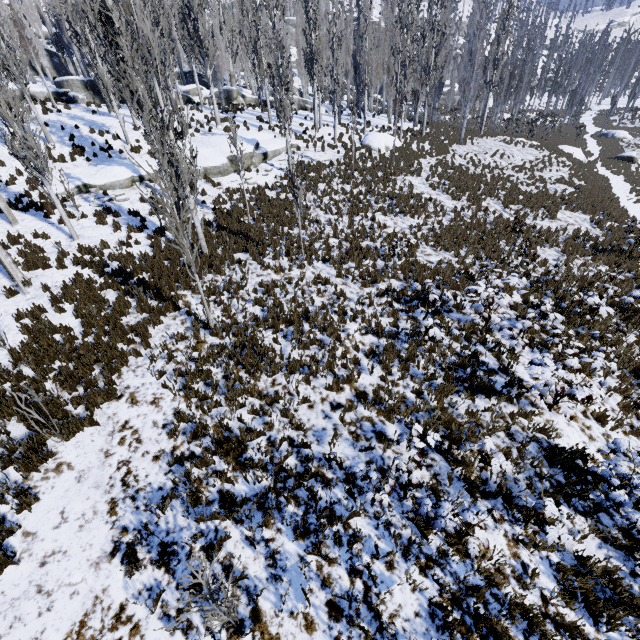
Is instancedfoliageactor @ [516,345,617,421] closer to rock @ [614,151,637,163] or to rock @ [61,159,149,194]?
rock @ [61,159,149,194]

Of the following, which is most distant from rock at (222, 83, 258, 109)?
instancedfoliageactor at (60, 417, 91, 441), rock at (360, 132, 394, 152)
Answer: instancedfoliageactor at (60, 417, 91, 441)

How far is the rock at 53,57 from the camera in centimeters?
2422cm

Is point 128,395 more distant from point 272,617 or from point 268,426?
point 272,617

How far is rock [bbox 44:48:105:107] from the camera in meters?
24.2 m

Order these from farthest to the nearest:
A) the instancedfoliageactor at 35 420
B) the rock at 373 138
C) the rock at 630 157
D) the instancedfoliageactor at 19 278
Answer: the rock at 630 157 → the rock at 373 138 → the instancedfoliageactor at 19 278 → the instancedfoliageactor at 35 420

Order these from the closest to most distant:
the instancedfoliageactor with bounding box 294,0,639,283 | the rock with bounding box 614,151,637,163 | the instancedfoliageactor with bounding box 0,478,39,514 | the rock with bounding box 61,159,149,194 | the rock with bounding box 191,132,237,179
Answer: the instancedfoliageactor with bounding box 0,478,39,514 < the rock with bounding box 61,159,149,194 < the rock with bounding box 191,132,237,179 < the instancedfoliageactor with bounding box 294,0,639,283 < the rock with bounding box 614,151,637,163
